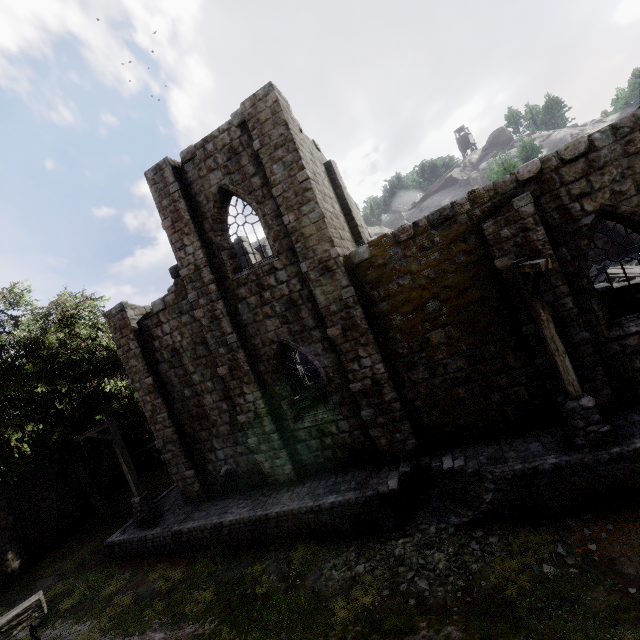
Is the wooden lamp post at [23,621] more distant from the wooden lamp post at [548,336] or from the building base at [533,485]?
the wooden lamp post at [548,336]

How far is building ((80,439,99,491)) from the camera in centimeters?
2088cm

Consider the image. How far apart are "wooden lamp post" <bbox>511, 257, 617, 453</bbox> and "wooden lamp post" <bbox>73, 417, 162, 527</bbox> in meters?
15.5 m

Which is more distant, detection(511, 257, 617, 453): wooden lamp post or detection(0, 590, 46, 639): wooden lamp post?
detection(511, 257, 617, 453): wooden lamp post

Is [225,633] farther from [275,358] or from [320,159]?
[320,159]

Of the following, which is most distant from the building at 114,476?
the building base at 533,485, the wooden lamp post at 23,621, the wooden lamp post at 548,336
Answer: the wooden lamp post at 23,621

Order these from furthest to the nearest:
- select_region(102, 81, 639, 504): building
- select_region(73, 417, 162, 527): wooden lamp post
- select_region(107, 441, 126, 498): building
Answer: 1. select_region(107, 441, 126, 498): building
2. select_region(73, 417, 162, 527): wooden lamp post
3. select_region(102, 81, 639, 504): building
